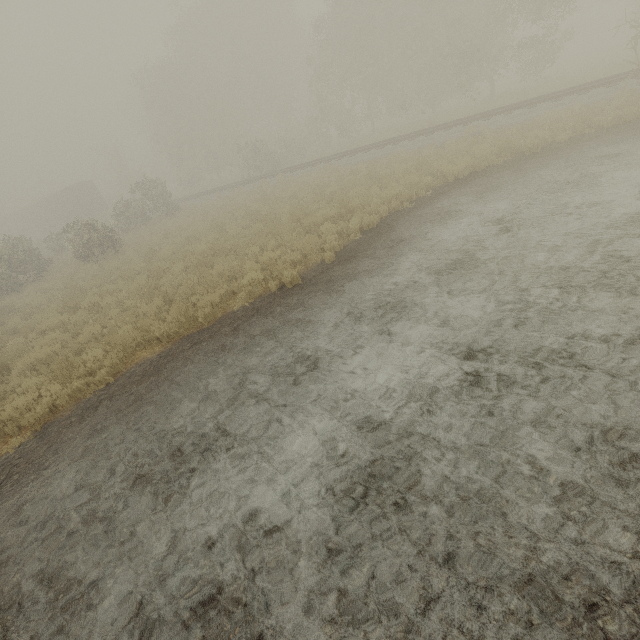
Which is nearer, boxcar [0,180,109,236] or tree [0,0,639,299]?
tree [0,0,639,299]

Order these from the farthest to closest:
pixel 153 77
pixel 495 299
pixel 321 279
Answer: pixel 153 77 → pixel 321 279 → pixel 495 299

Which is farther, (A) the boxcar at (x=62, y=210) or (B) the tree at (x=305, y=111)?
(A) the boxcar at (x=62, y=210)
